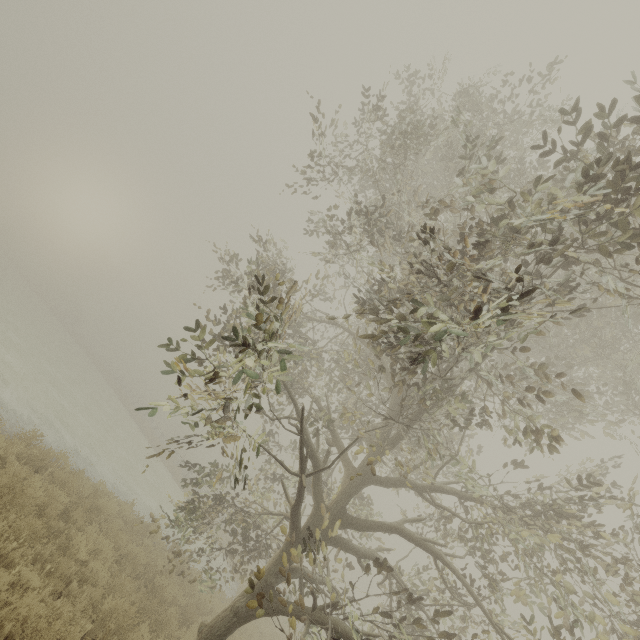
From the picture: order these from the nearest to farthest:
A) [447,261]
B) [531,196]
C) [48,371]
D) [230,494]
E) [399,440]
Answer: [531,196]
[447,261]
[399,440]
[48,371]
[230,494]
